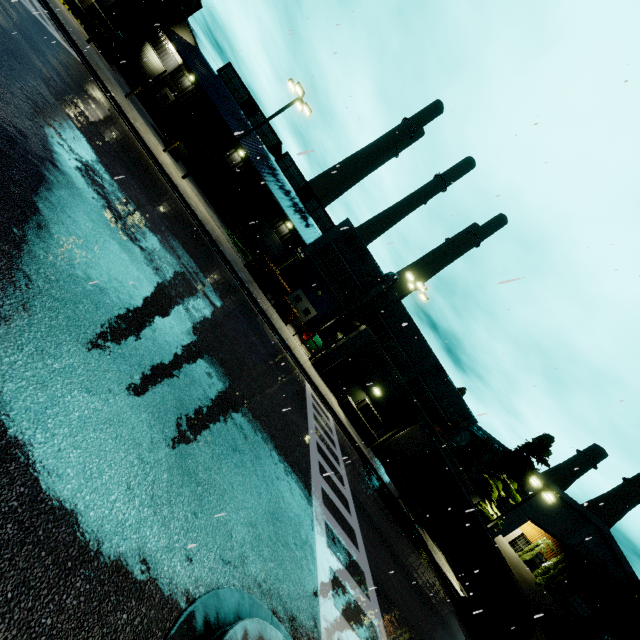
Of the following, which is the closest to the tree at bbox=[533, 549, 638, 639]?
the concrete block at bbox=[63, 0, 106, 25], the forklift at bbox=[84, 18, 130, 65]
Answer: the forklift at bbox=[84, 18, 130, 65]

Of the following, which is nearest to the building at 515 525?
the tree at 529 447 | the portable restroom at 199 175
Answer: the tree at 529 447

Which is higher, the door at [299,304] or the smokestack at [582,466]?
the smokestack at [582,466]

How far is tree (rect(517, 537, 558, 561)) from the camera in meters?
23.5 m

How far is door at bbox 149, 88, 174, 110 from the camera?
Answer: 35.22m

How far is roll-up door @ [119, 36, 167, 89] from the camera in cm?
3047

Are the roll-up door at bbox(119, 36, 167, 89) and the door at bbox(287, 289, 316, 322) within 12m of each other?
no

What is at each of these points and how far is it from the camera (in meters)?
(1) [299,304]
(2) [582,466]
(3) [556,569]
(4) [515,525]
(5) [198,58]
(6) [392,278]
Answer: (1) door, 31.39
(2) smokestack, 50.69
(3) tree, 22.16
(4) building, 42.03
(5) building, 32.94
(6) vent duct, 30.47
